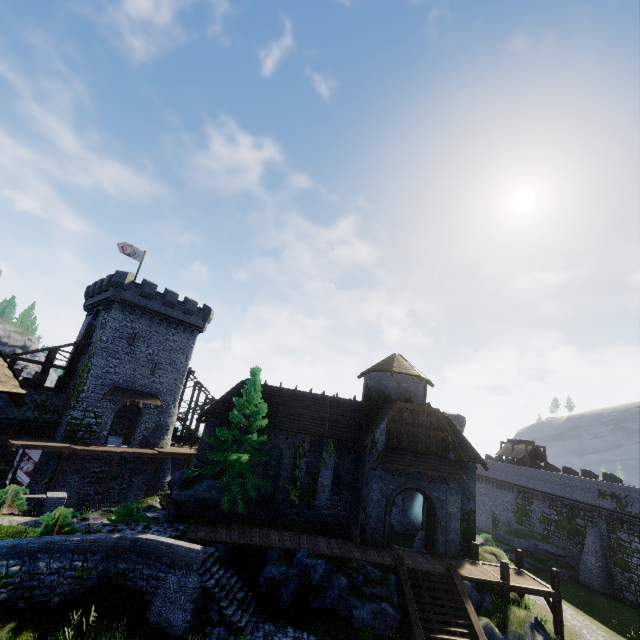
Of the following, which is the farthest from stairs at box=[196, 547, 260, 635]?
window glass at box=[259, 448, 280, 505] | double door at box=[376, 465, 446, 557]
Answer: double door at box=[376, 465, 446, 557]

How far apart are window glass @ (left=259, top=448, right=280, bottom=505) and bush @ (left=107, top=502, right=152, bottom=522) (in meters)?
7.27

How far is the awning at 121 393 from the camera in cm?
3200

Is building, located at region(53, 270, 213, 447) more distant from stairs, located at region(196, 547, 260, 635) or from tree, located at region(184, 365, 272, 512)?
stairs, located at region(196, 547, 260, 635)

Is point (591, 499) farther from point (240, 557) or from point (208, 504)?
point (208, 504)

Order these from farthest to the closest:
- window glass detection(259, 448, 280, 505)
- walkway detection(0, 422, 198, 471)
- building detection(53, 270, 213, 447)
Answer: building detection(53, 270, 213, 447) → walkway detection(0, 422, 198, 471) → window glass detection(259, 448, 280, 505)

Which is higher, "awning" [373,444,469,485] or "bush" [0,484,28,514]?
"awning" [373,444,469,485]

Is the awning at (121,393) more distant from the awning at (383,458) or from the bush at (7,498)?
the awning at (383,458)
